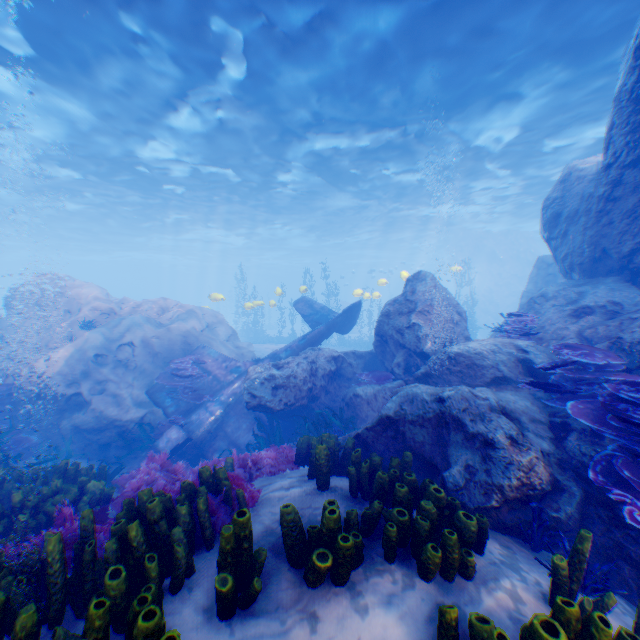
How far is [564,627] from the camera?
2.1m

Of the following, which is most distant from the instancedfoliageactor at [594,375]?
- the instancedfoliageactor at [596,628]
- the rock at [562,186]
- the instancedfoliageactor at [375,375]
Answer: the instancedfoliageactor at [375,375]

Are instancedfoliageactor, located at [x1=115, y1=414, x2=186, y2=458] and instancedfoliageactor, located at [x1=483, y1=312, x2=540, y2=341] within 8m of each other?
no

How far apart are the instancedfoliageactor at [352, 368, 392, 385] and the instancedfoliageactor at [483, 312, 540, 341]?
3.00m

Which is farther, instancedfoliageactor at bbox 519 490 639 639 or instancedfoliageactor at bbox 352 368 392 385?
instancedfoliageactor at bbox 352 368 392 385

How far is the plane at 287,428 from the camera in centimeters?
1007cm

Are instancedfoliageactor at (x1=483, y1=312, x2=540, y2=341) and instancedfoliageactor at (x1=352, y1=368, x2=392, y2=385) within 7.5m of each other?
yes

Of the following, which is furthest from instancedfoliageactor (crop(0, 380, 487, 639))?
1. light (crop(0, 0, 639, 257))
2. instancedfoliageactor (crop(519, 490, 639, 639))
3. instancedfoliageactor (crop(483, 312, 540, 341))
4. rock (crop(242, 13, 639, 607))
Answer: instancedfoliageactor (crop(483, 312, 540, 341))
